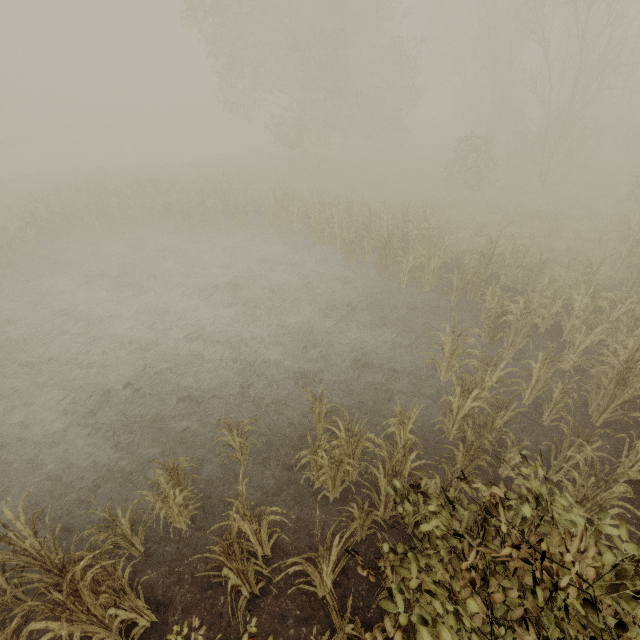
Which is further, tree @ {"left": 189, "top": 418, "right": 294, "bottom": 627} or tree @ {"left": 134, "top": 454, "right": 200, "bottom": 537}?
tree @ {"left": 134, "top": 454, "right": 200, "bottom": 537}

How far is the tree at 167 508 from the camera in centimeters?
470cm

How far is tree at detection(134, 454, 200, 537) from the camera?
4.7 meters

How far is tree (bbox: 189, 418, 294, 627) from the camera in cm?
374

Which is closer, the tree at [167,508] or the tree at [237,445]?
the tree at [237,445]

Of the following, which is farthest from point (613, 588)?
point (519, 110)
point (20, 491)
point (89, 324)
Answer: point (519, 110)

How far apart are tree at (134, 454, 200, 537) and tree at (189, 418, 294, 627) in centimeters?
114cm
